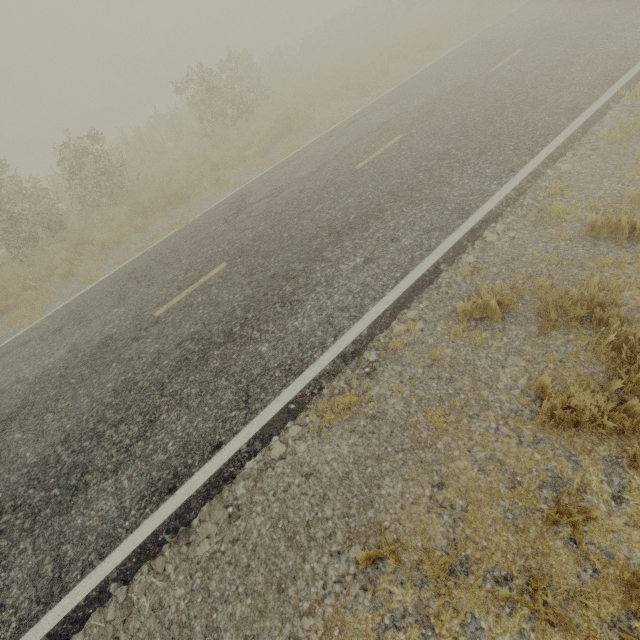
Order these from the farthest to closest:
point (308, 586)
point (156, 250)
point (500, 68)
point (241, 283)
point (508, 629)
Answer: point (500, 68) → point (156, 250) → point (241, 283) → point (308, 586) → point (508, 629)
